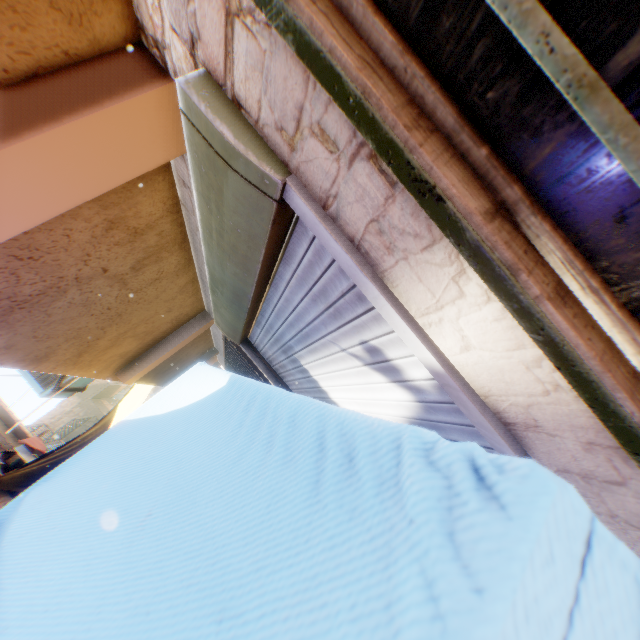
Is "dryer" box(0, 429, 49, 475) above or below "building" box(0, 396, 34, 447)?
below

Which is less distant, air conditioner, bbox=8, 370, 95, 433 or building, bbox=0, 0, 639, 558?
building, bbox=0, 0, 639, 558

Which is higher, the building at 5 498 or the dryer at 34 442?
the dryer at 34 442

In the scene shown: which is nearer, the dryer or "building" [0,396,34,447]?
the dryer

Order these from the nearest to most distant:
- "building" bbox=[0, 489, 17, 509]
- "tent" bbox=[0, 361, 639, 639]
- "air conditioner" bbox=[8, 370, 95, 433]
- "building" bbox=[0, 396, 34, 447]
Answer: "tent" bbox=[0, 361, 639, 639] < "air conditioner" bbox=[8, 370, 95, 433] < "building" bbox=[0, 489, 17, 509] < "building" bbox=[0, 396, 34, 447]

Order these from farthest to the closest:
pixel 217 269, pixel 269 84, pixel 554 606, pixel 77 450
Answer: pixel 77 450 → pixel 217 269 → pixel 269 84 → pixel 554 606

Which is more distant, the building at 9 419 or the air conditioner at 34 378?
the building at 9 419

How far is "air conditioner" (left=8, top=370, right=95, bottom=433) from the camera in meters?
4.1 m
